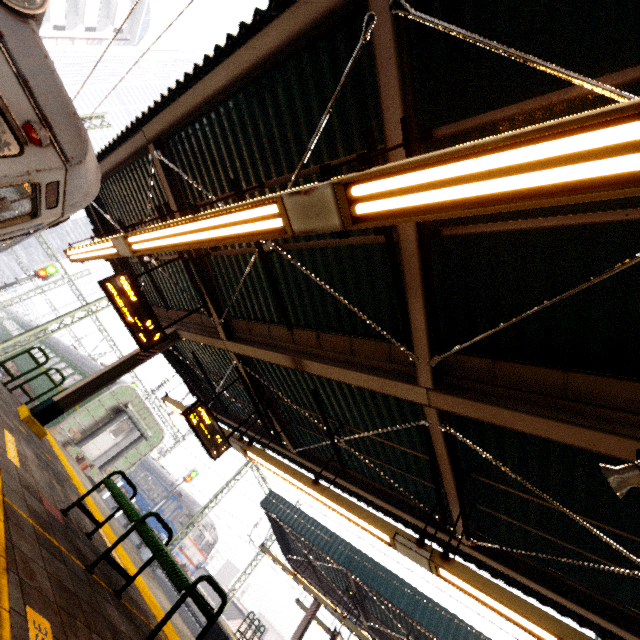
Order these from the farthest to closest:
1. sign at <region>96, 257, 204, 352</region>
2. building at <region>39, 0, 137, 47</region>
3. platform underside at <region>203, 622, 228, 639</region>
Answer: building at <region>39, 0, 137, 47</region>, platform underside at <region>203, 622, 228, 639</region>, sign at <region>96, 257, 204, 352</region>

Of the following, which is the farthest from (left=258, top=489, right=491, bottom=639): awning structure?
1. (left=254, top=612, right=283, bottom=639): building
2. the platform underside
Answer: (left=254, top=612, right=283, bottom=639): building

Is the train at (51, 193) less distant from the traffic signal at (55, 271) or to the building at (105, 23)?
the traffic signal at (55, 271)

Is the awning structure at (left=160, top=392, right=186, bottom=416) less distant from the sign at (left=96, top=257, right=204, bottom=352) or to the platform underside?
the sign at (left=96, top=257, right=204, bottom=352)

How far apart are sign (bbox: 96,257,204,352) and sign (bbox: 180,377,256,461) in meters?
1.7

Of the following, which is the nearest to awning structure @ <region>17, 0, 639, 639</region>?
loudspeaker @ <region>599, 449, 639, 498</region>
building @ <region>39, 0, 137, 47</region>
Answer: loudspeaker @ <region>599, 449, 639, 498</region>

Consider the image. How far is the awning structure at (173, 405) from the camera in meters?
10.4

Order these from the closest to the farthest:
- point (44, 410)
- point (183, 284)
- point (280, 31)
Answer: point (280, 31) < point (44, 410) < point (183, 284)
